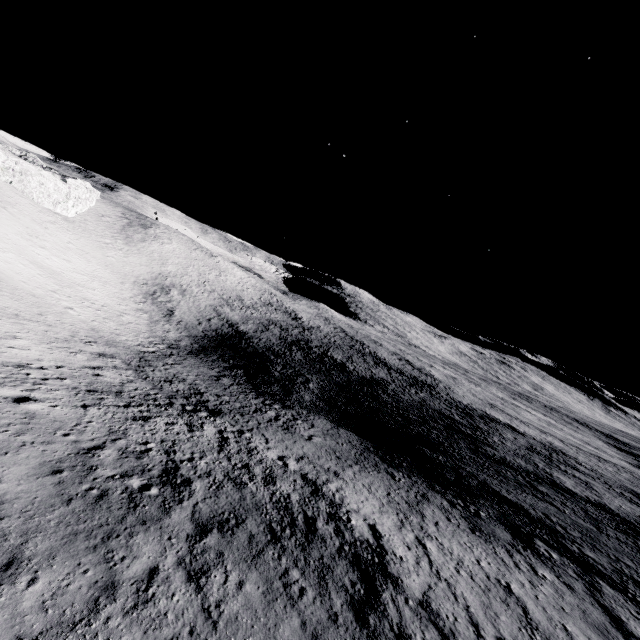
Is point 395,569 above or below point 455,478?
above
